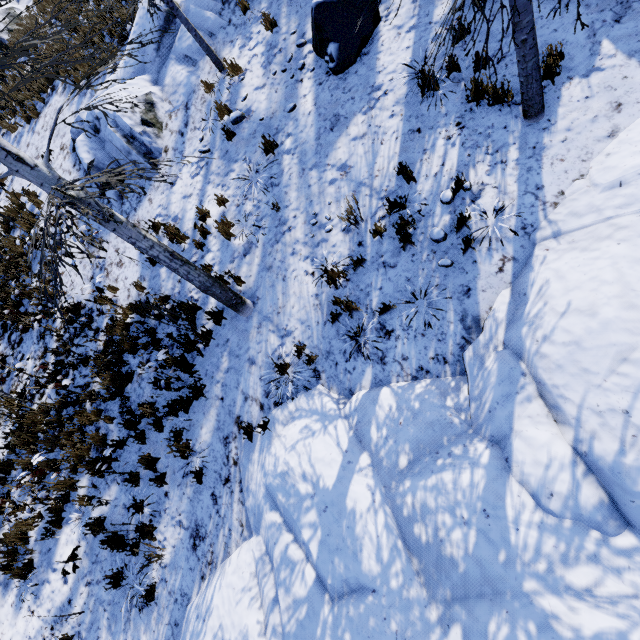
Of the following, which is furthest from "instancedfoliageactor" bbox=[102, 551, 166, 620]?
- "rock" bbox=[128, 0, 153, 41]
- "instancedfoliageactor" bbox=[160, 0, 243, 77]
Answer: "instancedfoliageactor" bbox=[160, 0, 243, 77]

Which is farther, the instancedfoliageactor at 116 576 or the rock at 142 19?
the rock at 142 19

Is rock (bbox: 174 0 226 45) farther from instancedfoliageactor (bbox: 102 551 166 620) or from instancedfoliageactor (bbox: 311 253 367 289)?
instancedfoliageactor (bbox: 311 253 367 289)

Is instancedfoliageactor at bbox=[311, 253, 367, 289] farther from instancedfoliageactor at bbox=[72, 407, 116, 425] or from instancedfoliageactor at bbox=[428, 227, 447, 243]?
instancedfoliageactor at bbox=[72, 407, 116, 425]

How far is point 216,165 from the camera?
7.5m

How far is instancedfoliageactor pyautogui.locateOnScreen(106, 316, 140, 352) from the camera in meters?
7.2

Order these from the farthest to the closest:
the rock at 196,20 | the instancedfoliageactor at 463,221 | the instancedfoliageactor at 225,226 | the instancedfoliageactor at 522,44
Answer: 1. the rock at 196,20
2. the instancedfoliageactor at 225,226
3. the instancedfoliageactor at 463,221
4. the instancedfoliageactor at 522,44
